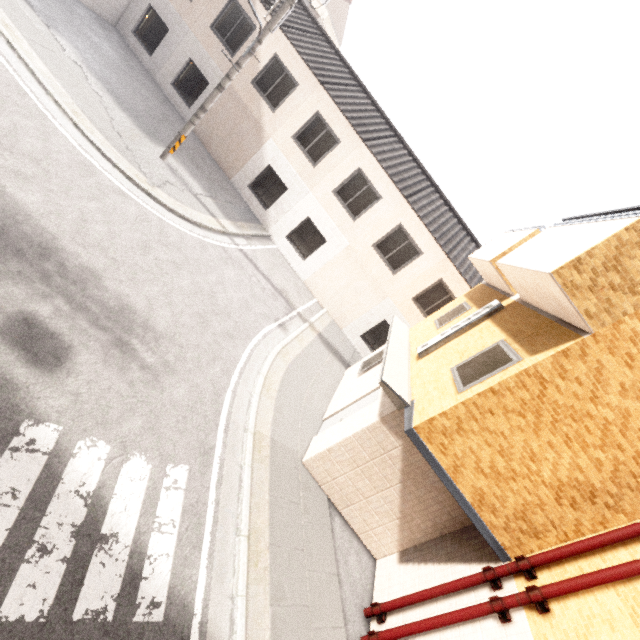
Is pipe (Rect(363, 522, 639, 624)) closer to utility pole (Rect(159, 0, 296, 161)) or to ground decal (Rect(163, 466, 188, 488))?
ground decal (Rect(163, 466, 188, 488))

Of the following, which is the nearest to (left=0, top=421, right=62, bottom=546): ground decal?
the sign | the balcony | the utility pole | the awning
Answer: the awning

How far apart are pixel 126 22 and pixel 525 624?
24.5m

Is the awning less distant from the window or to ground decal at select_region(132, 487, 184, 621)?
the window

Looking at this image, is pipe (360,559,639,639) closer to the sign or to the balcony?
the balcony

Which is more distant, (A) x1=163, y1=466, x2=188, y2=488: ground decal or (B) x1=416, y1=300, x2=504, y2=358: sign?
(B) x1=416, y1=300, x2=504, y2=358: sign

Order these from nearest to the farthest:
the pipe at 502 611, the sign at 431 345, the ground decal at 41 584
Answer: the ground decal at 41 584 → the pipe at 502 611 → the sign at 431 345

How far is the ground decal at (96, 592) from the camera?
3.61m
